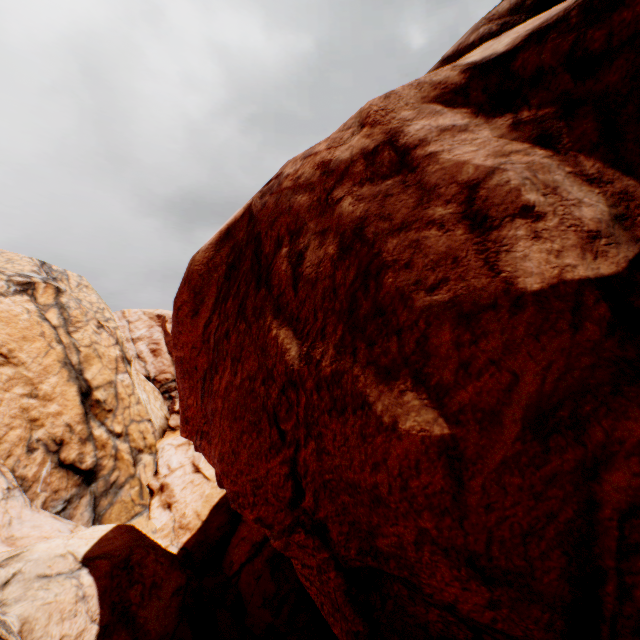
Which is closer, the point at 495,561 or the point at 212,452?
the point at 495,561
